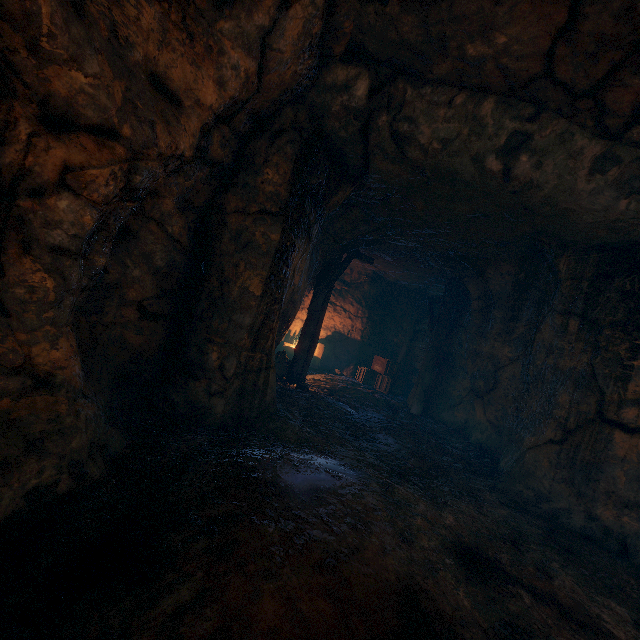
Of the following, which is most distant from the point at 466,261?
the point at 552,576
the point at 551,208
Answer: the point at 552,576

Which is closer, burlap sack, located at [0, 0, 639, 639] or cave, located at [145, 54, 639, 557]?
burlap sack, located at [0, 0, 639, 639]

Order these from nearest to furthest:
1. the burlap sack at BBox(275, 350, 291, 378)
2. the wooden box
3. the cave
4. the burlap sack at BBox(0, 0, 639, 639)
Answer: the burlap sack at BBox(0, 0, 639, 639), the cave, the burlap sack at BBox(275, 350, 291, 378), the wooden box

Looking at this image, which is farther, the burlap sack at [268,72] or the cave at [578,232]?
the cave at [578,232]

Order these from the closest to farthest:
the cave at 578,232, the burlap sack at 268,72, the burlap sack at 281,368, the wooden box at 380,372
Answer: the burlap sack at 268,72, the cave at 578,232, the burlap sack at 281,368, the wooden box at 380,372

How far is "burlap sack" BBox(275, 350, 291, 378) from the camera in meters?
8.8 m

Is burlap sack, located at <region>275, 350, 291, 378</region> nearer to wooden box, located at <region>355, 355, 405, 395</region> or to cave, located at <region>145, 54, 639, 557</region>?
cave, located at <region>145, 54, 639, 557</region>
